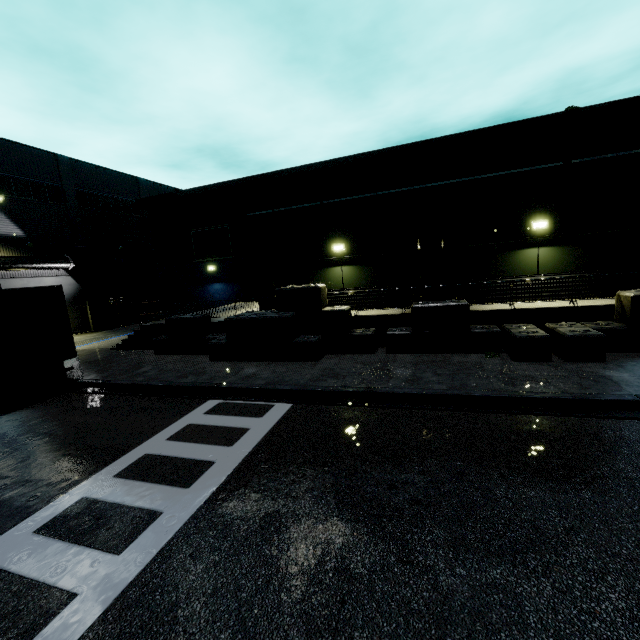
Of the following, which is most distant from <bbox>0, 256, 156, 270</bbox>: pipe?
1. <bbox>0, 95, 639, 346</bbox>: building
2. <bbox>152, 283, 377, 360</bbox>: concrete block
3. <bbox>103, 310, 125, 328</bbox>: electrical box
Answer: <bbox>152, 283, 377, 360</bbox>: concrete block

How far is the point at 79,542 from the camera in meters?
4.8 m

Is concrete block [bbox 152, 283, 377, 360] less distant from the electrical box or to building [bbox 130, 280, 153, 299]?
building [bbox 130, 280, 153, 299]

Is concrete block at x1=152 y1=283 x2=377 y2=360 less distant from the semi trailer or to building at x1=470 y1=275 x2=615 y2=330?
building at x1=470 y1=275 x2=615 y2=330

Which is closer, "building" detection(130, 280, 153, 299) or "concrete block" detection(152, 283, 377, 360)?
"concrete block" detection(152, 283, 377, 360)

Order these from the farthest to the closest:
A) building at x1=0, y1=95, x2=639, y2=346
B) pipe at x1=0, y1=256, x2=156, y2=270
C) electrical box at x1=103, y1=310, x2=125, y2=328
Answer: electrical box at x1=103, y1=310, x2=125, y2=328 < pipe at x1=0, y1=256, x2=156, y2=270 < building at x1=0, y1=95, x2=639, y2=346

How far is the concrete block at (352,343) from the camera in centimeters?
1252cm

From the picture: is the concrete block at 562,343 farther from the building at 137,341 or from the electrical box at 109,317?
the electrical box at 109,317
